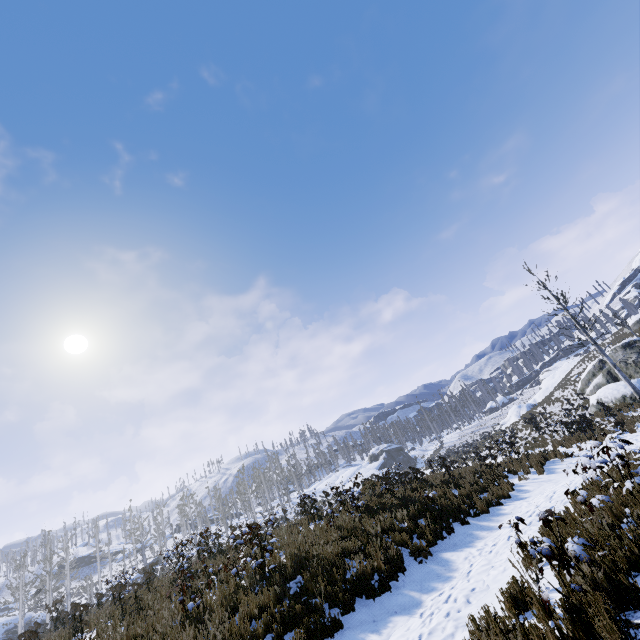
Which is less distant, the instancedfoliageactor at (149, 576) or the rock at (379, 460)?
the instancedfoliageactor at (149, 576)

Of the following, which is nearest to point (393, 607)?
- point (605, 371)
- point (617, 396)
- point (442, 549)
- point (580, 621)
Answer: point (442, 549)

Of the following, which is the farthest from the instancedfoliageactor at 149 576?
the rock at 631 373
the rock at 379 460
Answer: the rock at 631 373

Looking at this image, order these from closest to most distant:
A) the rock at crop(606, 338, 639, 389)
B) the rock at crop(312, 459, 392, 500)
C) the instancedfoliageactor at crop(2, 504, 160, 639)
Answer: the instancedfoliageactor at crop(2, 504, 160, 639) < the rock at crop(606, 338, 639, 389) < the rock at crop(312, 459, 392, 500)

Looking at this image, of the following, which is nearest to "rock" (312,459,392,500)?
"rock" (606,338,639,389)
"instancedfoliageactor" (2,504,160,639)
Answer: "instancedfoliageactor" (2,504,160,639)

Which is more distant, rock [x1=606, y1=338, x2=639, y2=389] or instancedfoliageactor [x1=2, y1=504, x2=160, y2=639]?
rock [x1=606, y1=338, x2=639, y2=389]

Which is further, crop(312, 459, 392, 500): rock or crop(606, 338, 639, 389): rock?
crop(312, 459, 392, 500): rock
